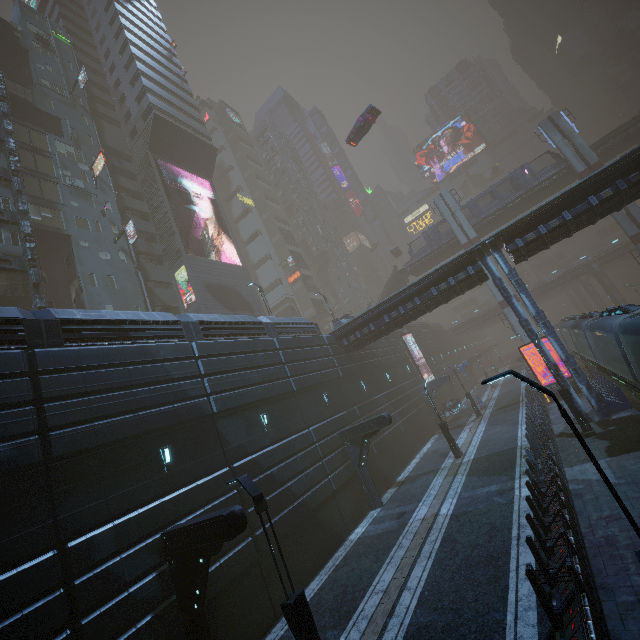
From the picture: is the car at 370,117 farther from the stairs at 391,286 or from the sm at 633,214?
the stairs at 391,286

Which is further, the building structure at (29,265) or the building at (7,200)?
the building at (7,200)

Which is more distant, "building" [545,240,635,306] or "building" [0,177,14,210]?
"building" [545,240,635,306]

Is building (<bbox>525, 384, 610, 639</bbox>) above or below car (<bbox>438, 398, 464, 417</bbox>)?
below

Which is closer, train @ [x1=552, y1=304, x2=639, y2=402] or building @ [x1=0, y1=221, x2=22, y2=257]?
train @ [x1=552, y1=304, x2=639, y2=402]

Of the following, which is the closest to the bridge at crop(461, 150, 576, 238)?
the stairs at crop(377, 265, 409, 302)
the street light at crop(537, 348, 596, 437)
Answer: the stairs at crop(377, 265, 409, 302)

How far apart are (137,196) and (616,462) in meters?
46.7

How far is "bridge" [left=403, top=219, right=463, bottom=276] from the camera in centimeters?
4557cm
